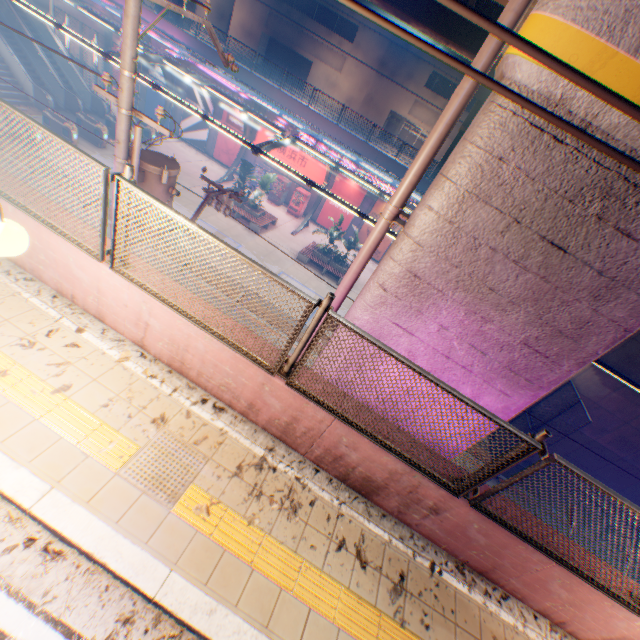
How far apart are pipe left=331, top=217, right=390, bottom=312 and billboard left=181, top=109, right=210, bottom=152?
26.70m

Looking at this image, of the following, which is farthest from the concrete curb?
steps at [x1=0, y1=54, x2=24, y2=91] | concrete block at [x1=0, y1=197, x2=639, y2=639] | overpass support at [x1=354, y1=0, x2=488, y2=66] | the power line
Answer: steps at [x1=0, y1=54, x2=24, y2=91]

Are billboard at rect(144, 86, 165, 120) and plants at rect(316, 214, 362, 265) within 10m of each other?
no

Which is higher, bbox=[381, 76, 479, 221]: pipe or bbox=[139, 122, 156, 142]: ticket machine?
bbox=[381, 76, 479, 221]: pipe

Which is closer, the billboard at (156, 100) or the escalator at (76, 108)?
the escalator at (76, 108)

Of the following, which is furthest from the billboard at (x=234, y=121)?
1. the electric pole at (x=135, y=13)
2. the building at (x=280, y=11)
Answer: the building at (x=280, y=11)

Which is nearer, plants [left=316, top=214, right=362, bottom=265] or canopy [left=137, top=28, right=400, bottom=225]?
canopy [left=137, top=28, right=400, bottom=225]

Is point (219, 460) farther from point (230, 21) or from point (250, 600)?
point (230, 21)
